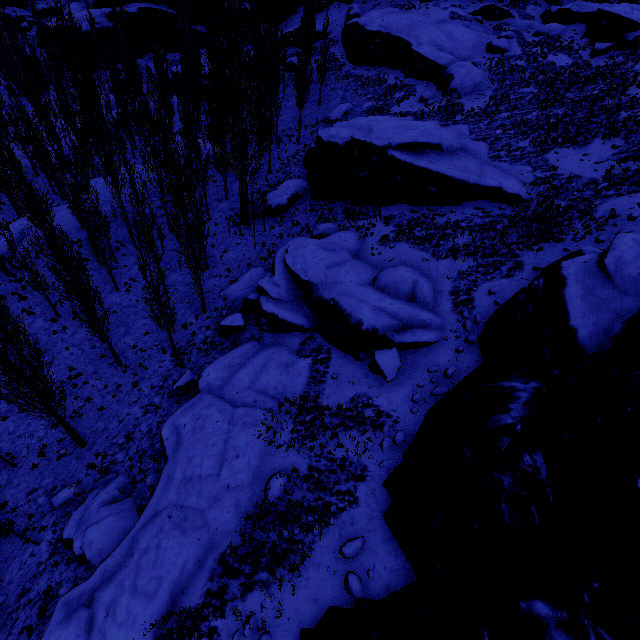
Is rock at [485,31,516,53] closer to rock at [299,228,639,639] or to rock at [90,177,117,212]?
rock at [299,228,639,639]

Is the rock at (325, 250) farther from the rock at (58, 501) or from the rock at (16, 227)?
the rock at (16, 227)

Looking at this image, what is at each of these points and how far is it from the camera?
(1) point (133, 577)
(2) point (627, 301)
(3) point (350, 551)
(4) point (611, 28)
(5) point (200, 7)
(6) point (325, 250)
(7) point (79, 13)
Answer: (1) rock, 9.2 meters
(2) rock, 8.9 meters
(3) rock, 8.3 meters
(4) rock, 27.1 meters
(5) rock, 52.4 meters
(6) rock, 20.0 meters
(7) rock, 53.0 meters

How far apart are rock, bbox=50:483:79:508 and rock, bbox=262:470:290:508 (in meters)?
9.15

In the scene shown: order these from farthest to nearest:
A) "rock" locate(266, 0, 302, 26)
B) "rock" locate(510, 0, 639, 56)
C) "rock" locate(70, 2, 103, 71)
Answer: "rock" locate(70, 2, 103, 71) < "rock" locate(266, 0, 302, 26) < "rock" locate(510, 0, 639, 56)

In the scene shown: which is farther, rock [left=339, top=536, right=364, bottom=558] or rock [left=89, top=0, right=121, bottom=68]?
rock [left=89, top=0, right=121, bottom=68]

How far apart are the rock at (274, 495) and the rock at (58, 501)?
9.2m

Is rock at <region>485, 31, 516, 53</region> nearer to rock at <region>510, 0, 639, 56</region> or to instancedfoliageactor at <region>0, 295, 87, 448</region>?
instancedfoliageactor at <region>0, 295, 87, 448</region>
